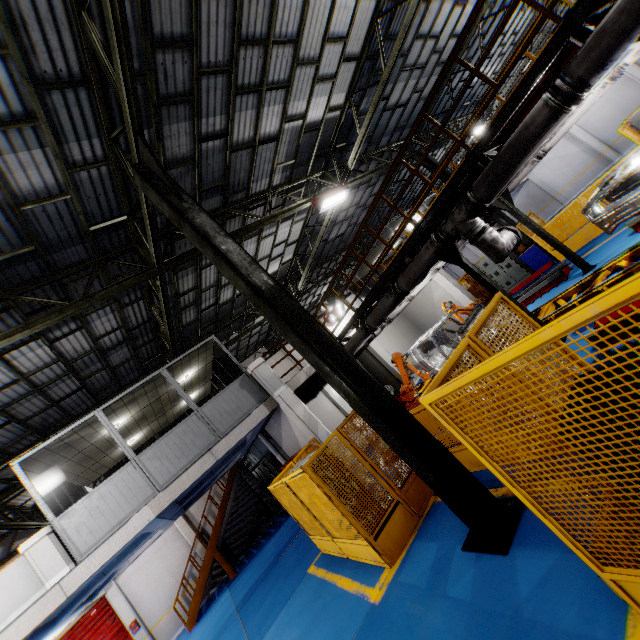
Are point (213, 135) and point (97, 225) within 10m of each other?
yes

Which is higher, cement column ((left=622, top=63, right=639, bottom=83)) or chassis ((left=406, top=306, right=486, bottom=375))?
cement column ((left=622, top=63, right=639, bottom=83))

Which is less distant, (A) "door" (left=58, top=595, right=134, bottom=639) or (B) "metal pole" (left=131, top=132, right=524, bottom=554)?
(B) "metal pole" (left=131, top=132, right=524, bottom=554)

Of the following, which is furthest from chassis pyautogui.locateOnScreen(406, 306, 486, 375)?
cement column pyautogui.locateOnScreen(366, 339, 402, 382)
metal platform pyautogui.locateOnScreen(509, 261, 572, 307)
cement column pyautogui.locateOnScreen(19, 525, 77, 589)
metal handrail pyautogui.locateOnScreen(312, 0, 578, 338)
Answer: cement column pyautogui.locateOnScreen(19, 525, 77, 589)

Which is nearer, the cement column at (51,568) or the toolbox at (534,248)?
the cement column at (51,568)

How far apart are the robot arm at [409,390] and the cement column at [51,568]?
8.8 meters

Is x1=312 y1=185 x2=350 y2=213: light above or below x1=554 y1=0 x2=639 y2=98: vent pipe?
above

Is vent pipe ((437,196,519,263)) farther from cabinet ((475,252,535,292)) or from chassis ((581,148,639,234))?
cabinet ((475,252,535,292))
